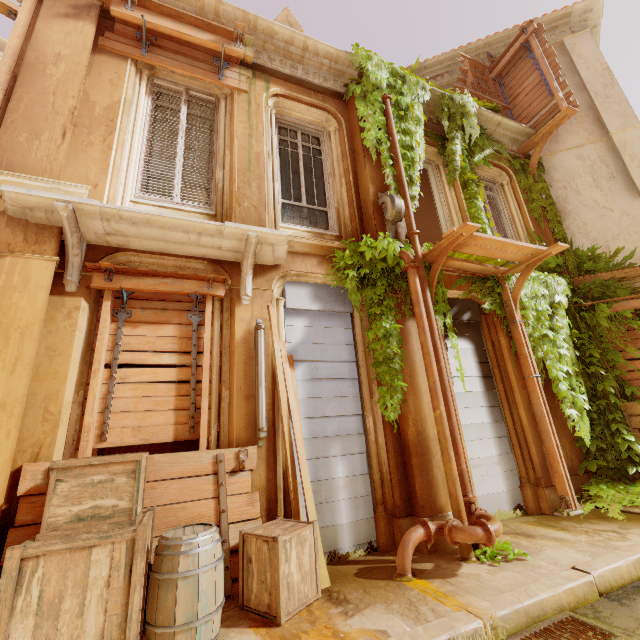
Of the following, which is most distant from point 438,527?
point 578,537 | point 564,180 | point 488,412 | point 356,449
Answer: point 564,180

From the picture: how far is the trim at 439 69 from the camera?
10.0m

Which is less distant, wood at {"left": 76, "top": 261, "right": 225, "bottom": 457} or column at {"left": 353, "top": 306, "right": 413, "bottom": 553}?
wood at {"left": 76, "top": 261, "right": 225, "bottom": 457}

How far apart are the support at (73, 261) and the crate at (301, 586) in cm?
331

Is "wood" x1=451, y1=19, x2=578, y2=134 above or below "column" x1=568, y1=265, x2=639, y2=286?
above

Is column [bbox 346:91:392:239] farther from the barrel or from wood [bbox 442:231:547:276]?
the barrel

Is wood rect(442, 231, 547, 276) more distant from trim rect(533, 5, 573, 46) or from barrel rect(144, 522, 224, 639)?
trim rect(533, 5, 573, 46)

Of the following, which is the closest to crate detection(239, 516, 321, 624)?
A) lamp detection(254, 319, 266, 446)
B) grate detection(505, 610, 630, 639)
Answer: lamp detection(254, 319, 266, 446)
